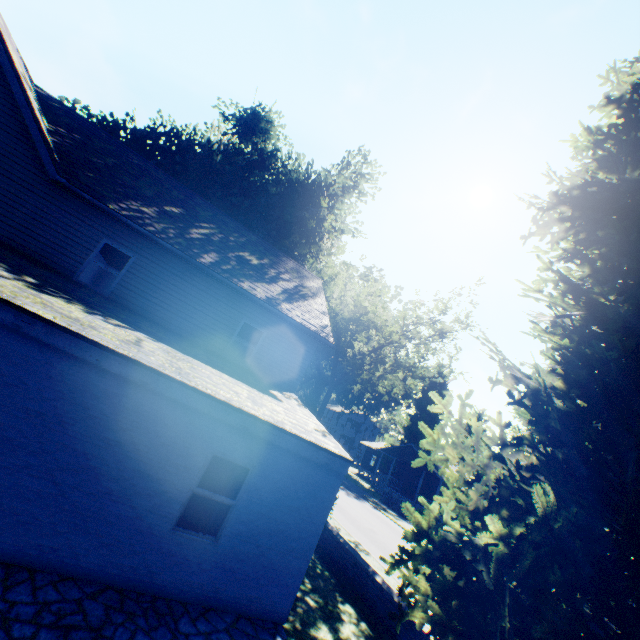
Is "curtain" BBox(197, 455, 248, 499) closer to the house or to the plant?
the plant

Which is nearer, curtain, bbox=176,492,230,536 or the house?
curtain, bbox=176,492,230,536

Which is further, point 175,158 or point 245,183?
point 175,158

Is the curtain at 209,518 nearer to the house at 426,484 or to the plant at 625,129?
the plant at 625,129

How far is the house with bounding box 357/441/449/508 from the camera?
35.2m

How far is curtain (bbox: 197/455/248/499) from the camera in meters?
6.5 m
